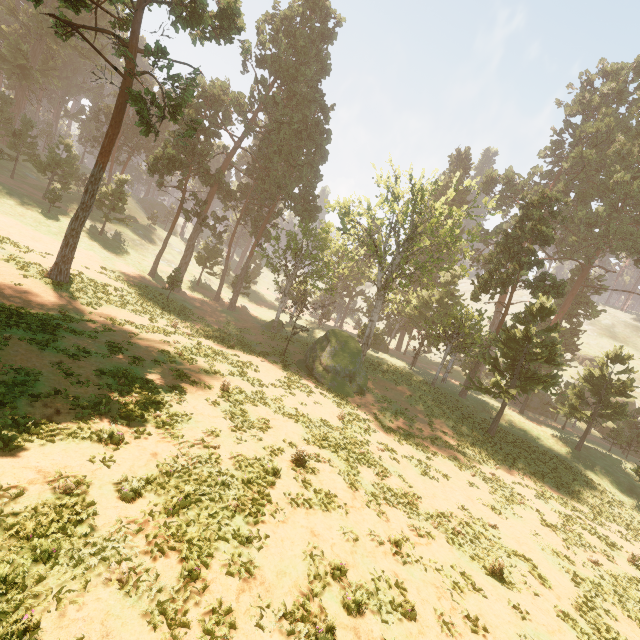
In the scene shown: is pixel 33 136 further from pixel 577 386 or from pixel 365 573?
pixel 577 386
